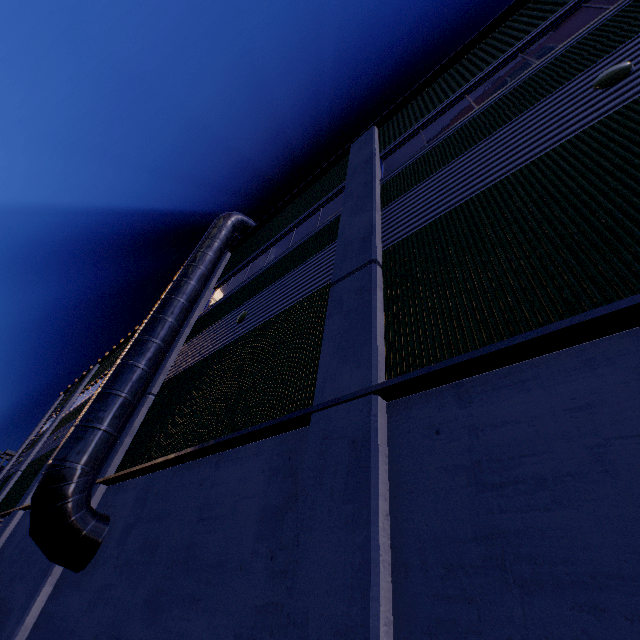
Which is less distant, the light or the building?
the building

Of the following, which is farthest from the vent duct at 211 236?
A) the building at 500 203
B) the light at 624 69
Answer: the light at 624 69

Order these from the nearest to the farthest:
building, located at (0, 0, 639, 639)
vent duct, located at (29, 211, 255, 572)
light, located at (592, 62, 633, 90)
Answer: building, located at (0, 0, 639, 639), light, located at (592, 62, 633, 90), vent duct, located at (29, 211, 255, 572)

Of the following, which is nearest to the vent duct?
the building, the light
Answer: the building

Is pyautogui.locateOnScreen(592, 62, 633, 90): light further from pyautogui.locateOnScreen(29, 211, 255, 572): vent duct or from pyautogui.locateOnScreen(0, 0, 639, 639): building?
pyautogui.locateOnScreen(29, 211, 255, 572): vent duct

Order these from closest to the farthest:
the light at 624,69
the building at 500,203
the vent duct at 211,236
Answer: the building at 500,203 < the light at 624,69 < the vent duct at 211,236

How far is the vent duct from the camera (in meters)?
5.98

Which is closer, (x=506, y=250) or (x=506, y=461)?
(x=506, y=461)
